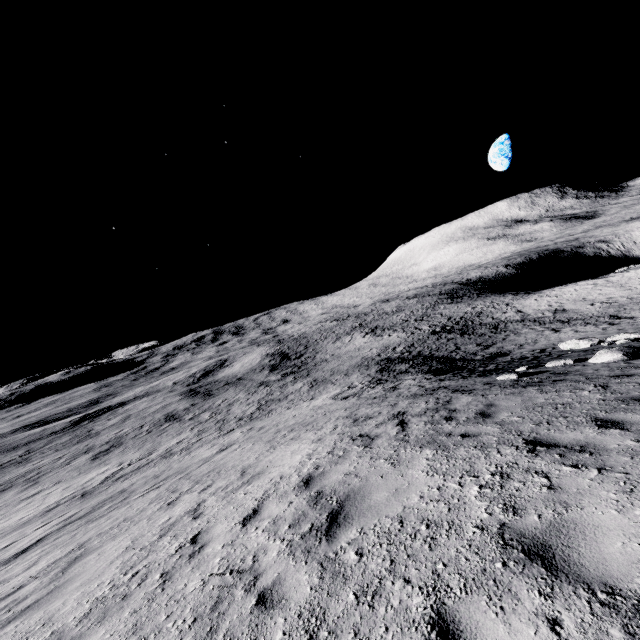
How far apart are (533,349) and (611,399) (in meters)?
19.27
